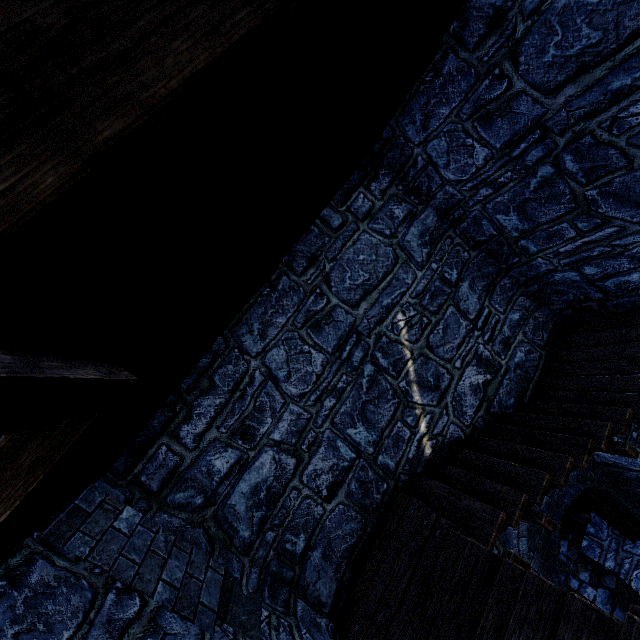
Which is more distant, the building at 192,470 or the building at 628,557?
the building at 628,557

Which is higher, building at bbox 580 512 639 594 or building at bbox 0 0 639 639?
building at bbox 0 0 639 639

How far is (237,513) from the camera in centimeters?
393cm

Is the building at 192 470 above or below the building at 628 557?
above

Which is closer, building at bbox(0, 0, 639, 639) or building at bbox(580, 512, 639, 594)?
building at bbox(0, 0, 639, 639)
